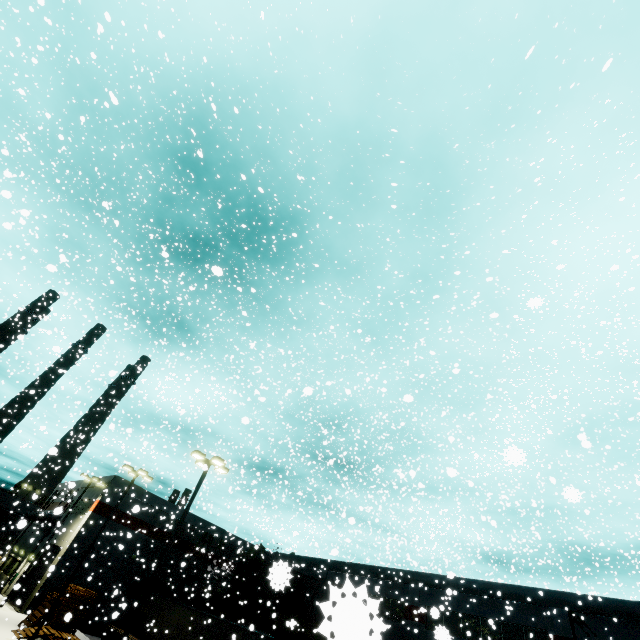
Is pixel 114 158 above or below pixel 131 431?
above

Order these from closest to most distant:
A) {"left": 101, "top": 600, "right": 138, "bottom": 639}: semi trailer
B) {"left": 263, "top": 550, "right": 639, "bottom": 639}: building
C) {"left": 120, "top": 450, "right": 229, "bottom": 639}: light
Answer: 1. {"left": 263, "top": 550, "right": 639, "bottom": 639}: building
2. {"left": 120, "top": 450, "right": 229, "bottom": 639}: light
3. {"left": 101, "top": 600, "right": 138, "bottom": 639}: semi trailer

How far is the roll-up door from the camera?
27.95m

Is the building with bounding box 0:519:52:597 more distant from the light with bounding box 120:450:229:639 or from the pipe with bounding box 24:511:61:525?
the light with bounding box 120:450:229:639

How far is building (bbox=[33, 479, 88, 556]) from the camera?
11.87m

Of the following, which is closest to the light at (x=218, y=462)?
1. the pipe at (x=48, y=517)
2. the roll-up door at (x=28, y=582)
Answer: the roll-up door at (x=28, y=582)

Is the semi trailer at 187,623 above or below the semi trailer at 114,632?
above
